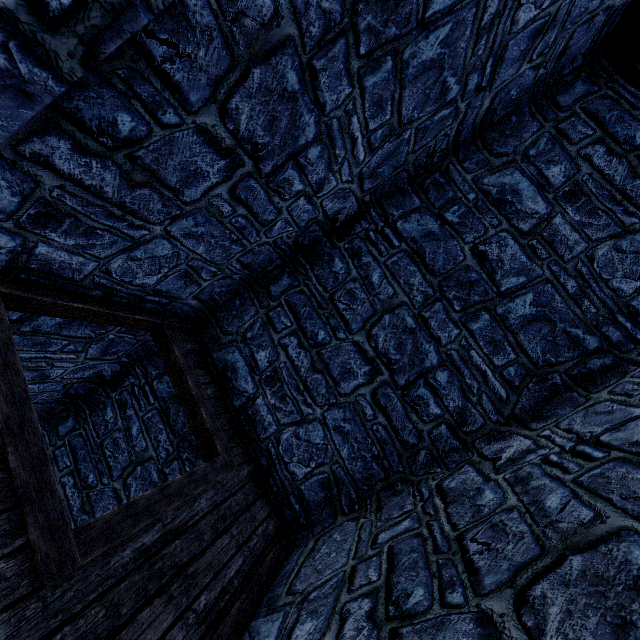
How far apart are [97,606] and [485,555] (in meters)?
2.10
